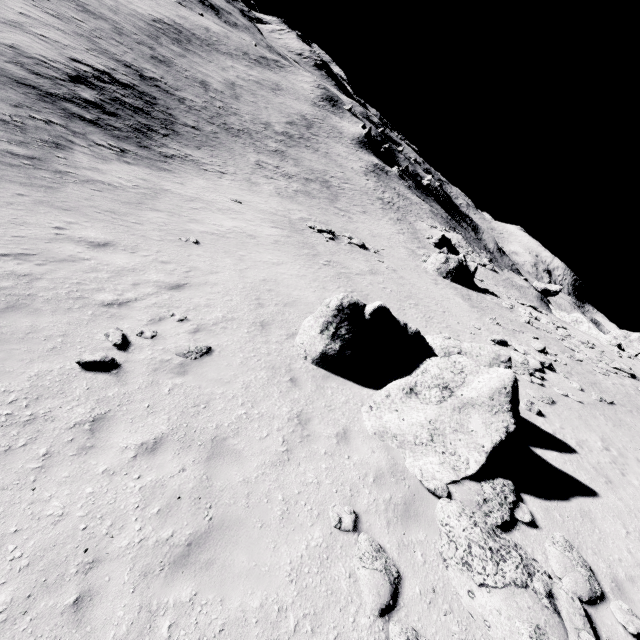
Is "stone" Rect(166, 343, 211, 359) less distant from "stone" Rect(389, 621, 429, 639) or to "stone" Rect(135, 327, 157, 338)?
"stone" Rect(135, 327, 157, 338)

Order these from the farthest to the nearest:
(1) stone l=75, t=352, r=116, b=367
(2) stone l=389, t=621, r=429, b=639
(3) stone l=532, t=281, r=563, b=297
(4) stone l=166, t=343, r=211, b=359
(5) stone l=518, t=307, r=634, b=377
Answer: (3) stone l=532, t=281, r=563, b=297
(5) stone l=518, t=307, r=634, b=377
(4) stone l=166, t=343, r=211, b=359
(1) stone l=75, t=352, r=116, b=367
(2) stone l=389, t=621, r=429, b=639

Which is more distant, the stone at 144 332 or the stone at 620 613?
the stone at 144 332

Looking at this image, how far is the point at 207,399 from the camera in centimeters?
746cm

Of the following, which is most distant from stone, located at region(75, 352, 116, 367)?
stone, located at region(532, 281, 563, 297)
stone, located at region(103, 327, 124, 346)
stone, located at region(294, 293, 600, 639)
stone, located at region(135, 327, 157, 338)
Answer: stone, located at region(532, 281, 563, 297)

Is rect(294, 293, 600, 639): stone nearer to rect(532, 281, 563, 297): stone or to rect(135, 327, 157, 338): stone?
rect(135, 327, 157, 338): stone

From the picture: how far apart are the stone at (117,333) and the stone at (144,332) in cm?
27

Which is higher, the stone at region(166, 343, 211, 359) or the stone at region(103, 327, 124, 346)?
the stone at region(166, 343, 211, 359)
